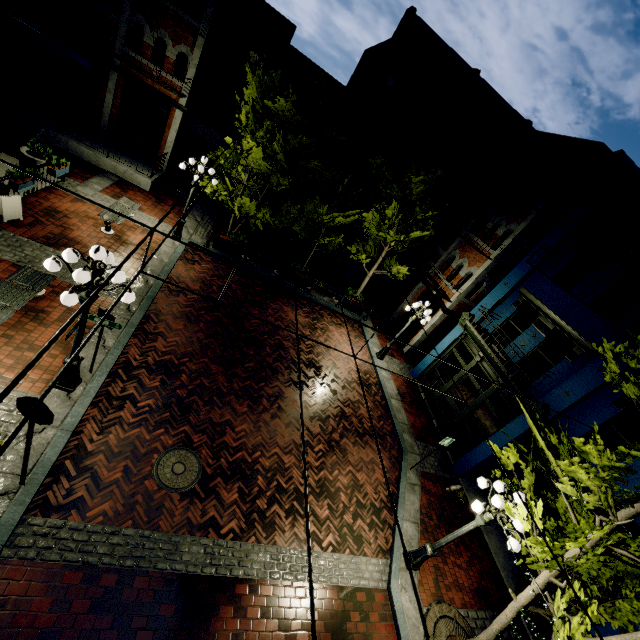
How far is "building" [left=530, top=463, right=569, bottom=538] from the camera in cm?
989

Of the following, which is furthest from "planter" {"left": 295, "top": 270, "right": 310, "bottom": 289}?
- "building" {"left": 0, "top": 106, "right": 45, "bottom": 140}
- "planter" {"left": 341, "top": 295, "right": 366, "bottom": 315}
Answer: "building" {"left": 0, "top": 106, "right": 45, "bottom": 140}

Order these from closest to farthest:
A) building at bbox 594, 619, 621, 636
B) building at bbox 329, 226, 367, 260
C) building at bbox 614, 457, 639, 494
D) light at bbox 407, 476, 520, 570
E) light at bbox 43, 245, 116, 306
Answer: light at bbox 43, 245, 116, 306, light at bbox 407, 476, 520, 570, building at bbox 594, 619, 621, 636, building at bbox 614, 457, 639, 494, building at bbox 329, 226, 367, 260

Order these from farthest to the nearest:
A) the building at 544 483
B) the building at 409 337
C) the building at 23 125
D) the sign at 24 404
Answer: the building at 409 337
the building at 23 125
the building at 544 483
the sign at 24 404

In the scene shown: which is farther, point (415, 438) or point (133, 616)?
point (415, 438)

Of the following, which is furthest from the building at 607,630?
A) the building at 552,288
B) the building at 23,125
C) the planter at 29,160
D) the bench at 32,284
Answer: the building at 23,125

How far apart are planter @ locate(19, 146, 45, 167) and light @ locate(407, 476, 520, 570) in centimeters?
1723cm
